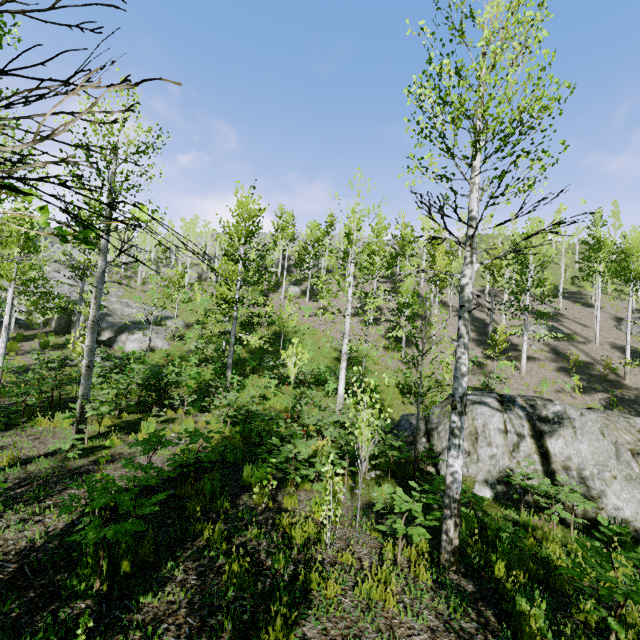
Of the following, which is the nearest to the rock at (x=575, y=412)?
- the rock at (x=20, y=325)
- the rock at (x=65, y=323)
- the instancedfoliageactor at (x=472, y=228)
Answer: the instancedfoliageactor at (x=472, y=228)

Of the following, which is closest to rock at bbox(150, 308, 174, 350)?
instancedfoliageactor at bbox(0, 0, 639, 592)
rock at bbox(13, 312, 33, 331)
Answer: instancedfoliageactor at bbox(0, 0, 639, 592)

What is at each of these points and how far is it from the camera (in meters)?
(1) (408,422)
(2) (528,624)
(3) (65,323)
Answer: (1) rock, 12.73
(2) instancedfoliageactor, 3.60
(3) rock, 27.77

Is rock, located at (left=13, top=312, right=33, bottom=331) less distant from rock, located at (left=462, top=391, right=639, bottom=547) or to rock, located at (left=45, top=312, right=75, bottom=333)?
rock, located at (left=45, top=312, right=75, bottom=333)

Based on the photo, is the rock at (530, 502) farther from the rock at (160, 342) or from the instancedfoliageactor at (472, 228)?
the rock at (160, 342)

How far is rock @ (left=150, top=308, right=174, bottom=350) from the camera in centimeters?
2324cm

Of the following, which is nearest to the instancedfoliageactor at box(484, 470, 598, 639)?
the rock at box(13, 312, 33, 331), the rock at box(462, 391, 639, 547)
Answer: the rock at box(462, 391, 639, 547)

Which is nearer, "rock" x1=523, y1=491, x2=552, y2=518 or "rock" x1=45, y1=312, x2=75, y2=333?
"rock" x1=523, y1=491, x2=552, y2=518
